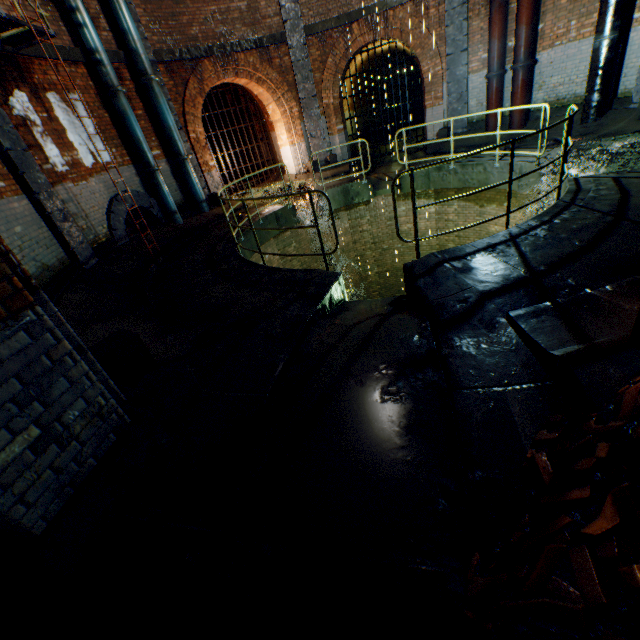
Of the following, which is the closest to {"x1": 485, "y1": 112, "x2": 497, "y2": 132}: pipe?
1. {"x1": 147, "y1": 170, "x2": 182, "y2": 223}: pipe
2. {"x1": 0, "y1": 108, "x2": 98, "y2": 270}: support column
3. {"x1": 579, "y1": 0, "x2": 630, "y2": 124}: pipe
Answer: {"x1": 579, "y1": 0, "x2": 630, "y2": 124}: pipe

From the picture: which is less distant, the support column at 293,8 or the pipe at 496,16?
the pipe at 496,16

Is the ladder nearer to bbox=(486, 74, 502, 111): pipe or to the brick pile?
the brick pile

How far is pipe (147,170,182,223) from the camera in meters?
9.7 m

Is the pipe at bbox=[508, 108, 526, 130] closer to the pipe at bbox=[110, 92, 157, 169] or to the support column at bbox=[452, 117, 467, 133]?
the support column at bbox=[452, 117, 467, 133]

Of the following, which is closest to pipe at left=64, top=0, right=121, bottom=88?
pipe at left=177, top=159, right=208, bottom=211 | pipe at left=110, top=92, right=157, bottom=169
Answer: pipe at left=110, top=92, right=157, bottom=169

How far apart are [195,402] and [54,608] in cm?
158

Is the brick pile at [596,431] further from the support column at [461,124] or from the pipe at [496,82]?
the support column at [461,124]
